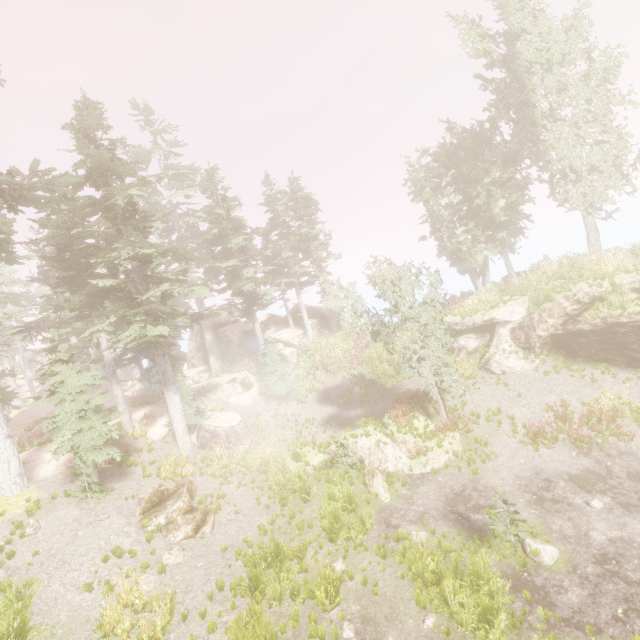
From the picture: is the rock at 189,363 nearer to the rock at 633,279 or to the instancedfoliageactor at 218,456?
the instancedfoliageactor at 218,456

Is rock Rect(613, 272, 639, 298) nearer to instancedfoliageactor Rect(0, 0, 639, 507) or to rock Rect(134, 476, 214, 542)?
instancedfoliageactor Rect(0, 0, 639, 507)

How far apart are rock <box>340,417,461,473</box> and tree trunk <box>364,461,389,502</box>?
0.5 meters

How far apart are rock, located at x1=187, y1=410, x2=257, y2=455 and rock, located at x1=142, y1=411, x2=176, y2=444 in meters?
0.4

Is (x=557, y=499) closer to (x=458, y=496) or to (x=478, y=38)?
(x=458, y=496)

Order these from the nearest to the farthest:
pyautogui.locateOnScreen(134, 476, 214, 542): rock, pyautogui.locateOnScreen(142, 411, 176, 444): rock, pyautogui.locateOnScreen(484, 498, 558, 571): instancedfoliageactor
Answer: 1. pyautogui.locateOnScreen(484, 498, 558, 571): instancedfoliageactor
2. pyautogui.locateOnScreen(134, 476, 214, 542): rock
3. pyautogui.locateOnScreen(142, 411, 176, 444): rock

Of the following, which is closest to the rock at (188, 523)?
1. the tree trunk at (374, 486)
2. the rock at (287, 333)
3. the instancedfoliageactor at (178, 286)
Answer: the instancedfoliageactor at (178, 286)

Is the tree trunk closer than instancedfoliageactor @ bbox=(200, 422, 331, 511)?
Yes
